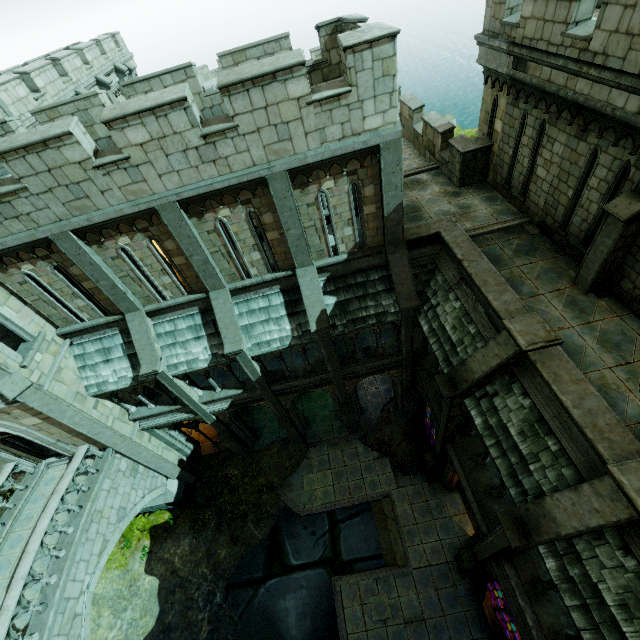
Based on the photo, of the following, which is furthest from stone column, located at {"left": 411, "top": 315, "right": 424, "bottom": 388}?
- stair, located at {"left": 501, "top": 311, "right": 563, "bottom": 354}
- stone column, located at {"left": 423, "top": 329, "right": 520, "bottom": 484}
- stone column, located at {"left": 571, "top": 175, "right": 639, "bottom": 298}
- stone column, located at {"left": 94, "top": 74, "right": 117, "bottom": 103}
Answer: stone column, located at {"left": 94, "top": 74, "right": 117, "bottom": 103}

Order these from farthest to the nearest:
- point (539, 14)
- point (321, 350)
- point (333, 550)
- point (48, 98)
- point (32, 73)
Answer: point (321, 350)
point (333, 550)
point (48, 98)
point (32, 73)
point (539, 14)

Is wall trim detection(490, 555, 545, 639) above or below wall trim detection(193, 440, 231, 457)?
above

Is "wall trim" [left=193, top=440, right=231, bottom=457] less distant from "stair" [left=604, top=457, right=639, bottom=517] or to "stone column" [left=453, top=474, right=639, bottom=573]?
"stone column" [left=453, top=474, right=639, bottom=573]

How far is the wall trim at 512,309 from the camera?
8.55m

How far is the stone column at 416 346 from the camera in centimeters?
1210cm

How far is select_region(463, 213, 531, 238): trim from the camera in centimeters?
1137cm

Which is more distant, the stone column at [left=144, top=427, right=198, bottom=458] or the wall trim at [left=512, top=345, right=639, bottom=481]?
the stone column at [left=144, top=427, right=198, bottom=458]
